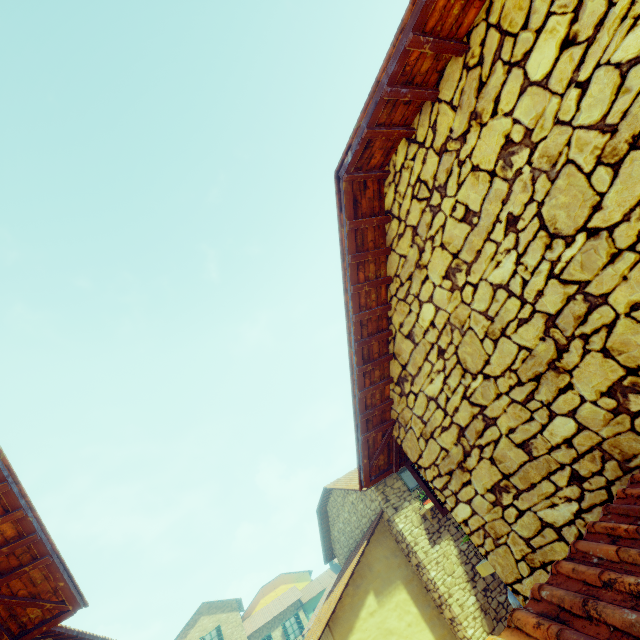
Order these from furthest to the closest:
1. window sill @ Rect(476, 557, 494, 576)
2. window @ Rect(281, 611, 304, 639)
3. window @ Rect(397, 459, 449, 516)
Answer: window @ Rect(281, 611, 304, 639), window @ Rect(397, 459, 449, 516), window sill @ Rect(476, 557, 494, 576)

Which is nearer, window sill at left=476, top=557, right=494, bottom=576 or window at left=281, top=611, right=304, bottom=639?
window sill at left=476, top=557, right=494, bottom=576

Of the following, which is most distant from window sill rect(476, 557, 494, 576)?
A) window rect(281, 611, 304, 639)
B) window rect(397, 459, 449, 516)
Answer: window rect(281, 611, 304, 639)

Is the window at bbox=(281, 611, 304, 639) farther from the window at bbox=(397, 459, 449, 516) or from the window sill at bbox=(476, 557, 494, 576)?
the window sill at bbox=(476, 557, 494, 576)

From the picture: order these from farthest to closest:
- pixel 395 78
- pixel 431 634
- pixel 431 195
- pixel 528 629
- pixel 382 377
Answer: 1. pixel 431 634
2. pixel 382 377
3. pixel 431 195
4. pixel 395 78
5. pixel 528 629

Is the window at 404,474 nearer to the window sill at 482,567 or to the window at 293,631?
the window sill at 482,567

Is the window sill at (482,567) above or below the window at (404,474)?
below
